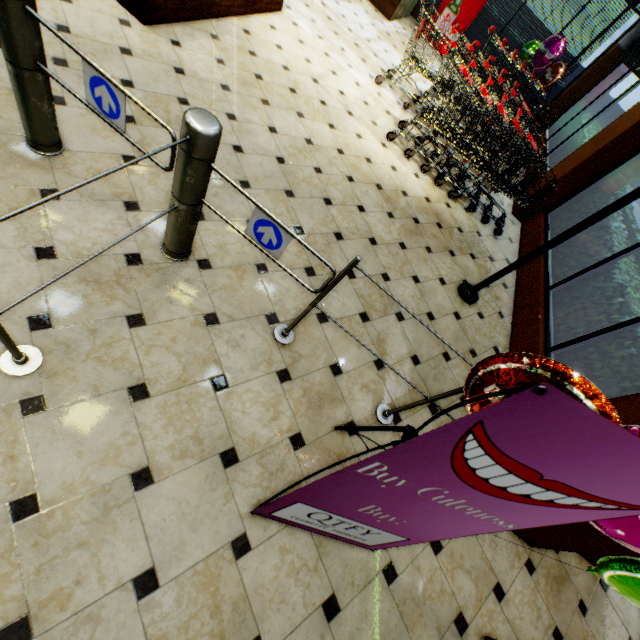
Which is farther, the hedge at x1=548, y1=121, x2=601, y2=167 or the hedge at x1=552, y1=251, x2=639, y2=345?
the hedge at x1=548, y1=121, x2=601, y2=167

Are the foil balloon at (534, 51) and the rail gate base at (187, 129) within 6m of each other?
no

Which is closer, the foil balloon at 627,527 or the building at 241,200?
the foil balloon at 627,527

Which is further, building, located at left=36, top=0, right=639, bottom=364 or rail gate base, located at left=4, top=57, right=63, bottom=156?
building, located at left=36, top=0, right=639, bottom=364

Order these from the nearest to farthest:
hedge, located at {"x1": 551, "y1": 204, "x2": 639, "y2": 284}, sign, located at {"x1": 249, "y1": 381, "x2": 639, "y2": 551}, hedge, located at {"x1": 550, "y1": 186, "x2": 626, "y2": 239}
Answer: sign, located at {"x1": 249, "y1": 381, "x2": 639, "y2": 551} → hedge, located at {"x1": 551, "y1": 204, "x2": 639, "y2": 284} → hedge, located at {"x1": 550, "y1": 186, "x2": 626, "y2": 239}

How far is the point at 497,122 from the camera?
3.9 meters

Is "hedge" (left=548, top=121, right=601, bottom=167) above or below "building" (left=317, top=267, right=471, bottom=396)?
above

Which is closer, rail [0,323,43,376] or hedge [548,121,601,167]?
rail [0,323,43,376]
